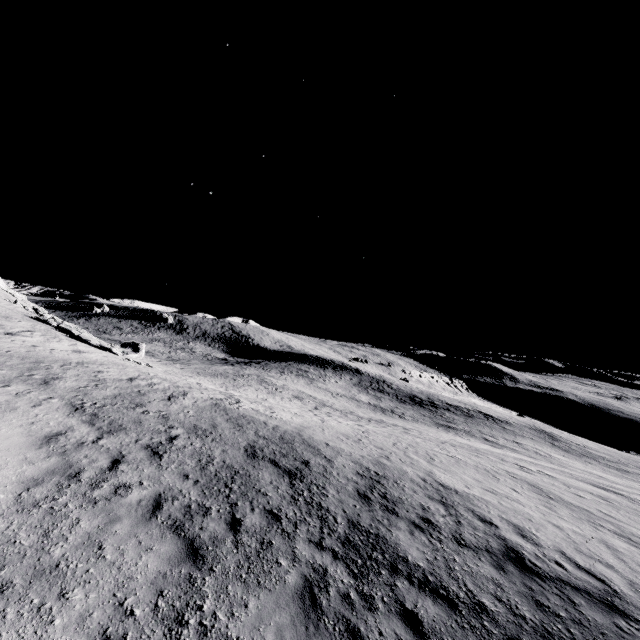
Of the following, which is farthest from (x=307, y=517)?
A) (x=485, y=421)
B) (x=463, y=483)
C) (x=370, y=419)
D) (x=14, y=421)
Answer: (x=485, y=421)
